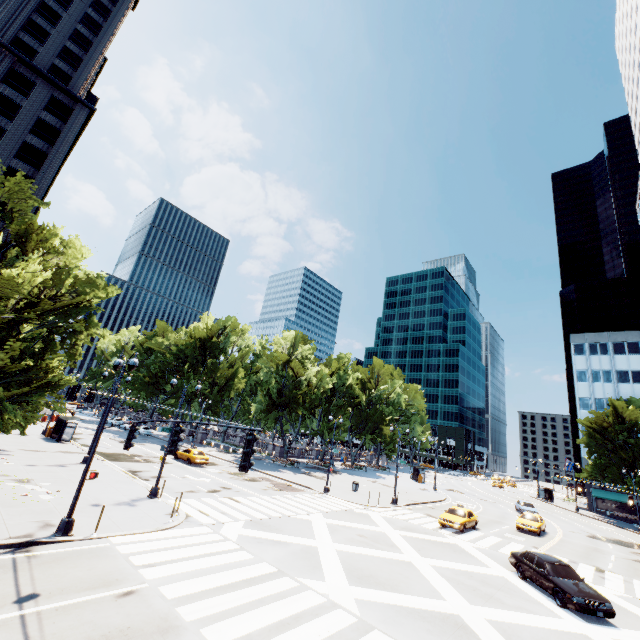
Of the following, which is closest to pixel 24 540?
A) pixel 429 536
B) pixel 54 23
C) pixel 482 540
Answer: pixel 429 536

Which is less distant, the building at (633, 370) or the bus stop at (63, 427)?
the bus stop at (63, 427)

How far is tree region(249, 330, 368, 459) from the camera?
48.22m

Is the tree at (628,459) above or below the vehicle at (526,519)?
above

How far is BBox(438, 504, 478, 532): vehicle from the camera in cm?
2481

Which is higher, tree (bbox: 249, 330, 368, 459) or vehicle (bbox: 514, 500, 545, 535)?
tree (bbox: 249, 330, 368, 459)

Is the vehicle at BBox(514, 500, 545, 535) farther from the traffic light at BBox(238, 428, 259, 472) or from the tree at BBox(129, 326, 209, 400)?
the traffic light at BBox(238, 428, 259, 472)

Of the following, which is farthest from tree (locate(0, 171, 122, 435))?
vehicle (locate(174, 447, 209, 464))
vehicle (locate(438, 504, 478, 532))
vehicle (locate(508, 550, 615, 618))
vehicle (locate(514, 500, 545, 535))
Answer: vehicle (locate(514, 500, 545, 535))
